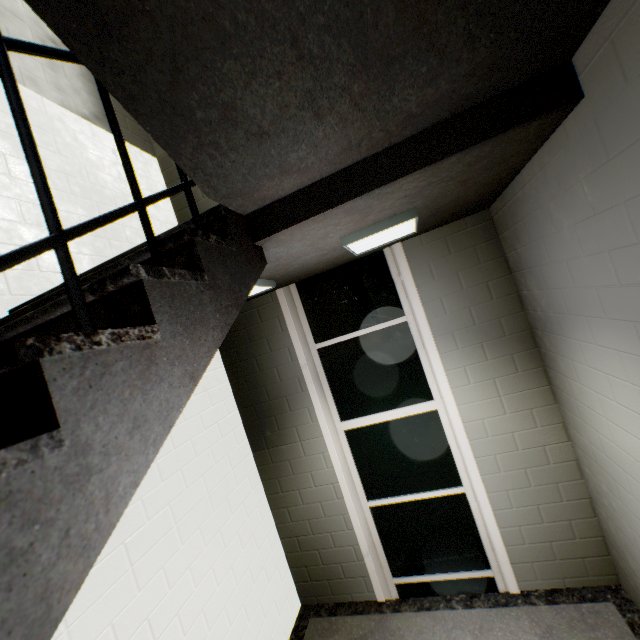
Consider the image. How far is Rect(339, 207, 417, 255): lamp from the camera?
2.01m

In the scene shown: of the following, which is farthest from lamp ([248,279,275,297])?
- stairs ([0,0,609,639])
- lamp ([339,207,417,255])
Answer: lamp ([339,207,417,255])

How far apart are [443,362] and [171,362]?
2.60m

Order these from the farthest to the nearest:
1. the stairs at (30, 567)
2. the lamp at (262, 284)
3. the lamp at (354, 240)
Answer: the lamp at (262, 284) < the lamp at (354, 240) < the stairs at (30, 567)

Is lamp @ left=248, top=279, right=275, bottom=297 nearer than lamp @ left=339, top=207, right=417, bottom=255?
No

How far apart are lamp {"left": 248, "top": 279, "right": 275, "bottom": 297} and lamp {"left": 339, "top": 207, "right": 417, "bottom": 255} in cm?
78

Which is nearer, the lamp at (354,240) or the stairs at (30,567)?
the stairs at (30,567)

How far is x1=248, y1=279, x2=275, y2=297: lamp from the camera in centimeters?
254cm
